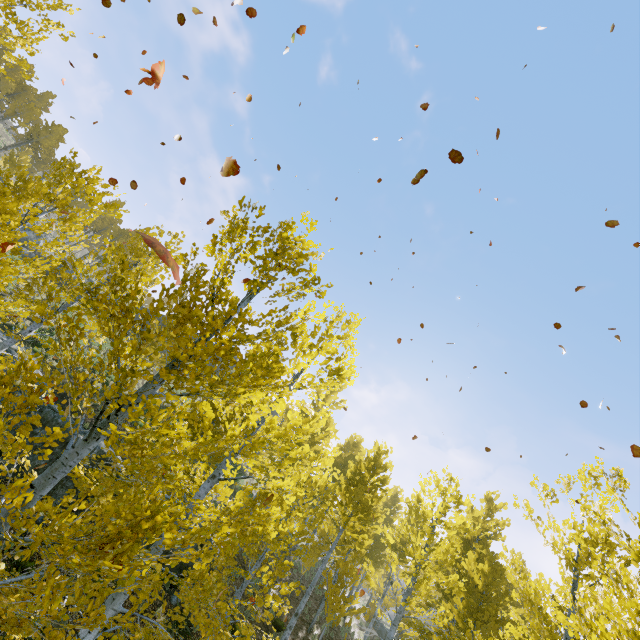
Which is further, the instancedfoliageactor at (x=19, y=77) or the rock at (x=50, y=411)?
the rock at (x=50, y=411)

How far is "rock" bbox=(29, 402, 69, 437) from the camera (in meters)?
11.00

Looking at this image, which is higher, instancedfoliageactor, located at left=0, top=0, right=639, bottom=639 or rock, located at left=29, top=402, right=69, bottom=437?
instancedfoliageactor, located at left=0, top=0, right=639, bottom=639

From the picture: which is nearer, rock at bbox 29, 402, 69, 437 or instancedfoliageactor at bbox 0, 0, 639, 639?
instancedfoliageactor at bbox 0, 0, 639, 639

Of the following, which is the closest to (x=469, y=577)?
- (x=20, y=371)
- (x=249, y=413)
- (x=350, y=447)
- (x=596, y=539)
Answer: (x=596, y=539)

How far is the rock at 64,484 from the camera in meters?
10.8
